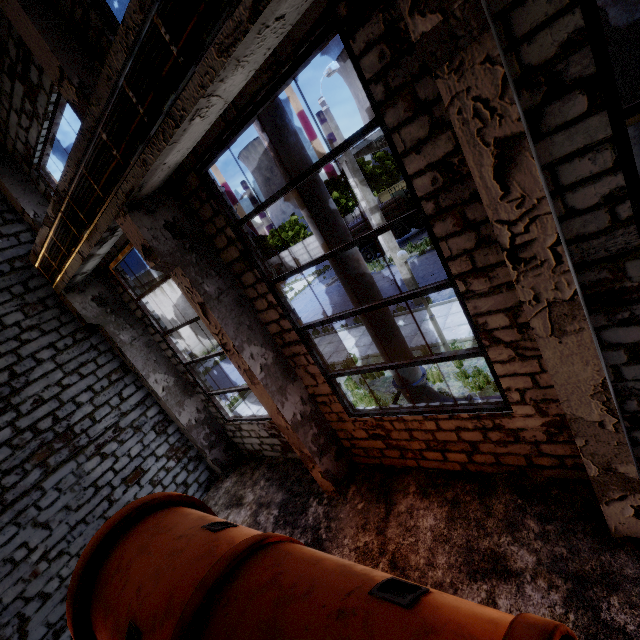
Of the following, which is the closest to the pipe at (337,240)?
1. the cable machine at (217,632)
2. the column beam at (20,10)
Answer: the column beam at (20,10)

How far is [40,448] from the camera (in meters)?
6.86

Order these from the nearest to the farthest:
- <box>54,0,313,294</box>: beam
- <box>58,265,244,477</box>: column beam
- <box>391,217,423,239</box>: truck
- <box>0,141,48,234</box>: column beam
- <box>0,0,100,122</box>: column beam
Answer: <box>54,0,313,294</box>: beam
<box>0,0,100,122</box>: column beam
<box>0,141,48,234</box>: column beam
<box>58,265,244,477</box>: column beam
<box>391,217,423,239</box>: truck

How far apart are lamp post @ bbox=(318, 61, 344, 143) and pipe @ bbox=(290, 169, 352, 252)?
7.4m

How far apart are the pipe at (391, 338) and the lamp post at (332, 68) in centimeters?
736cm

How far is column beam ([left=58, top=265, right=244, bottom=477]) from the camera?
7.8m

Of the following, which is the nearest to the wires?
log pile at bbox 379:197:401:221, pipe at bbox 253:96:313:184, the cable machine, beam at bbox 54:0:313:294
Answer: beam at bbox 54:0:313:294

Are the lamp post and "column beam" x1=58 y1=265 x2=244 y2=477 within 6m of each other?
no
